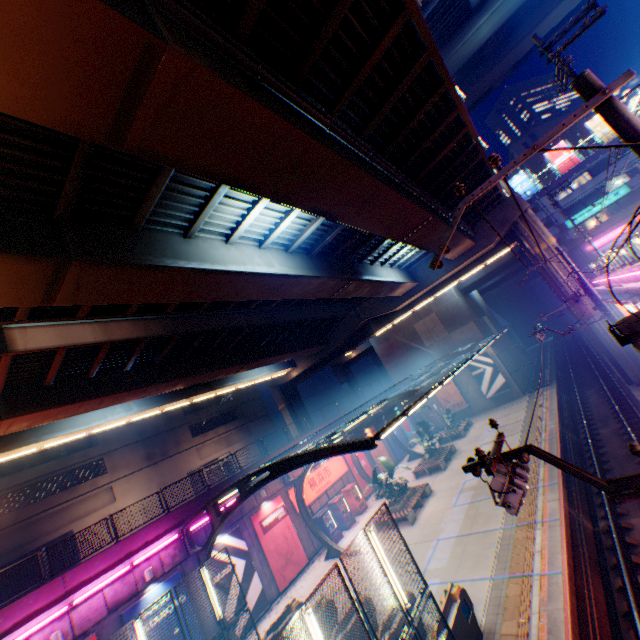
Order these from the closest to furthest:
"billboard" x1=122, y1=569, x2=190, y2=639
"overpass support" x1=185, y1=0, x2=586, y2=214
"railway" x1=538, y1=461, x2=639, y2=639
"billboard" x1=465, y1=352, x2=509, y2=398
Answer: "overpass support" x1=185, y1=0, x2=586, y2=214
"railway" x1=538, y1=461, x2=639, y2=639
"billboard" x1=122, y1=569, x2=190, y2=639
"billboard" x1=465, y1=352, x2=509, y2=398

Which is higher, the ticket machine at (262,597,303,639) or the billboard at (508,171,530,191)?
the billboard at (508,171,530,191)

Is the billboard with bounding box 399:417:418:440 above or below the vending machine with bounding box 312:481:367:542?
above

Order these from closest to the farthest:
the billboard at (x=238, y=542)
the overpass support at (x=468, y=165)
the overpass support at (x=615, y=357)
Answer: the overpass support at (x=468, y=165) < the billboard at (x=238, y=542) < the overpass support at (x=615, y=357)

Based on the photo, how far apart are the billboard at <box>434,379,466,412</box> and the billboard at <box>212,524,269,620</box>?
26.2m

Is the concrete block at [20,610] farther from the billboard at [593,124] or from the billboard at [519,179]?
the billboard at [593,124]

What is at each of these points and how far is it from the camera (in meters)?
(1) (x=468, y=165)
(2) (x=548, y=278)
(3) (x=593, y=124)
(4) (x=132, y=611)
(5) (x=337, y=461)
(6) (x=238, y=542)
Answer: (1) overpass support, 16.77
(2) overpass support, 23.95
(3) billboard, 46.41
(4) billboard, 13.77
(5) sign, 26.48
(6) billboard, 18.12

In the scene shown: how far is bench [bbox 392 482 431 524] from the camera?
18.86m
